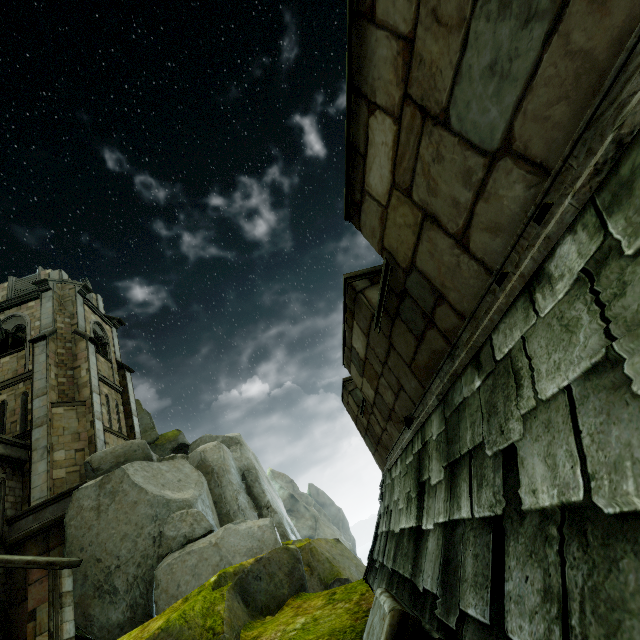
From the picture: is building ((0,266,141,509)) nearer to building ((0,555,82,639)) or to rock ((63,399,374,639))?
rock ((63,399,374,639))

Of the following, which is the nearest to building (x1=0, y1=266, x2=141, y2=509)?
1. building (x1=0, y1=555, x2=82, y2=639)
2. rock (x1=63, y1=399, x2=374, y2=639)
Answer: rock (x1=63, y1=399, x2=374, y2=639)

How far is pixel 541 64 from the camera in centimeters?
127cm

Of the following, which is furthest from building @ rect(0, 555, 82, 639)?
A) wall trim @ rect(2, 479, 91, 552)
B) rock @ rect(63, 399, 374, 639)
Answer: wall trim @ rect(2, 479, 91, 552)

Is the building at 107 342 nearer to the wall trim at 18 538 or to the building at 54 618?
the wall trim at 18 538

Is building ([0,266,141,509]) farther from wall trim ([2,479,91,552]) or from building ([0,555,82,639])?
building ([0,555,82,639])

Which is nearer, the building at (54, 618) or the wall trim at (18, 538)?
the building at (54, 618)
